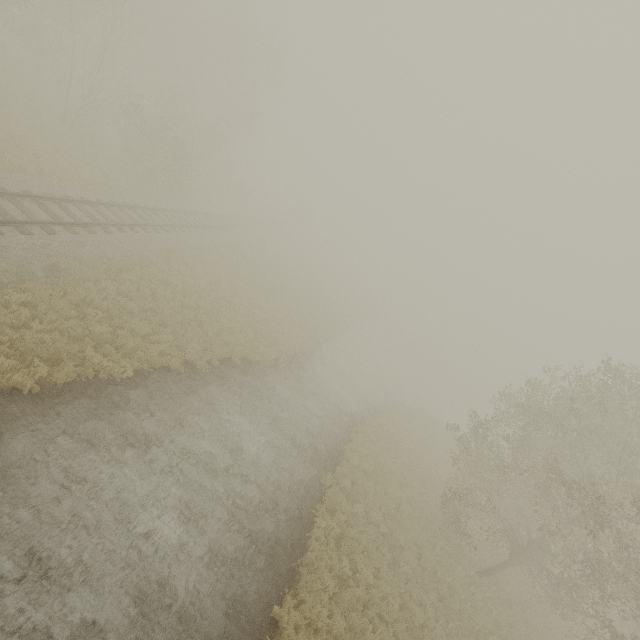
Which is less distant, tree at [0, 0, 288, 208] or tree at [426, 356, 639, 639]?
tree at [426, 356, 639, 639]

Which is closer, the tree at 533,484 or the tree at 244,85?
the tree at 533,484

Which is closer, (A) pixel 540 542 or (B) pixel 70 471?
(B) pixel 70 471
